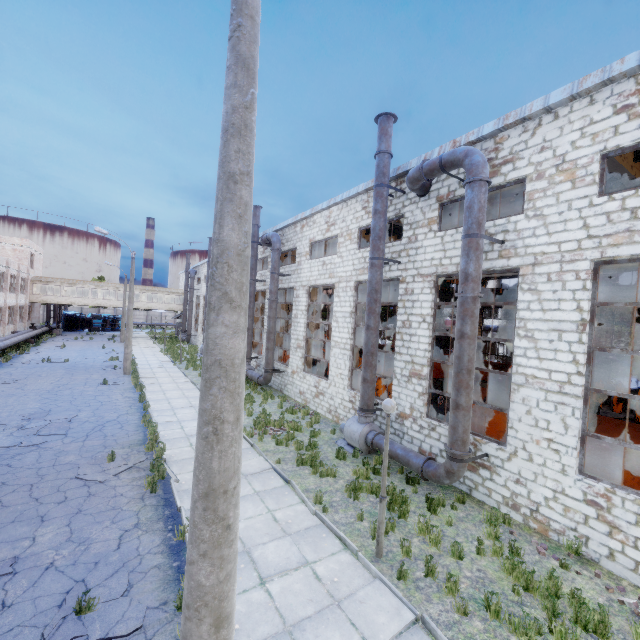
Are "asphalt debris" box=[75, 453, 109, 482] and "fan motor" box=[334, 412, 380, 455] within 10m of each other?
yes

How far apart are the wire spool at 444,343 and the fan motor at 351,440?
13.6m

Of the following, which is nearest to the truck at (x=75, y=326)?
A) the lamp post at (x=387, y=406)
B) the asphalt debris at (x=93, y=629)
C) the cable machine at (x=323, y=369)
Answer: the cable machine at (x=323, y=369)

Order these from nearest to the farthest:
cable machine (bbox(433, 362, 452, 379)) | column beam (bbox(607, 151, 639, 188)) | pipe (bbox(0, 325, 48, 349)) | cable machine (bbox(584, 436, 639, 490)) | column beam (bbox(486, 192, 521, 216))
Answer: cable machine (bbox(584, 436, 639, 490)), column beam (bbox(607, 151, 639, 188)), column beam (bbox(486, 192, 521, 216)), cable machine (bbox(433, 362, 452, 379)), pipe (bbox(0, 325, 48, 349))

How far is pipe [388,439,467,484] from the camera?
9.02m

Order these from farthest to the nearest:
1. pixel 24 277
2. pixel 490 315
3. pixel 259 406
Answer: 1. pixel 490 315
2. pixel 24 277
3. pixel 259 406

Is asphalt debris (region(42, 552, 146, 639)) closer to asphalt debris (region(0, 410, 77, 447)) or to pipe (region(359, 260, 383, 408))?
asphalt debris (region(0, 410, 77, 447))

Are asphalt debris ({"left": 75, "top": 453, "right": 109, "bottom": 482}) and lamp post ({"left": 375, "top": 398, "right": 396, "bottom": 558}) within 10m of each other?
yes
